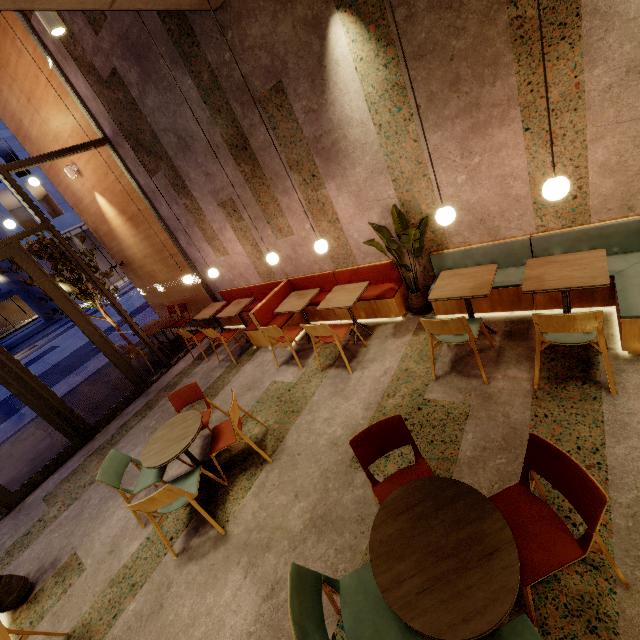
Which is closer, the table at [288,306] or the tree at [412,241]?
the tree at [412,241]

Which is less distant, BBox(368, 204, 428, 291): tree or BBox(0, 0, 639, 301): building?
BBox(0, 0, 639, 301): building

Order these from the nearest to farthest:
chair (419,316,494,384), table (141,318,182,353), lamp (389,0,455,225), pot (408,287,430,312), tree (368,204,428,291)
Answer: lamp (389,0,455,225)
chair (419,316,494,384)
tree (368,204,428,291)
pot (408,287,430,312)
table (141,318,182,353)

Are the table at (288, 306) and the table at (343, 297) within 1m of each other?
yes

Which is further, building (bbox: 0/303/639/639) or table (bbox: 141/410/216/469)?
table (bbox: 141/410/216/469)

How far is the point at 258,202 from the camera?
5.7m

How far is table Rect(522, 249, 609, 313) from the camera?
2.83m

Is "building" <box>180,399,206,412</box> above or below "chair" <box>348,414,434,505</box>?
below
